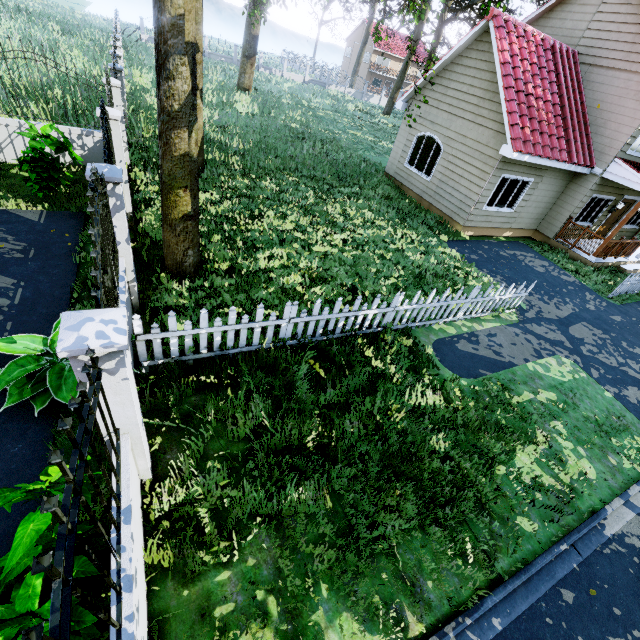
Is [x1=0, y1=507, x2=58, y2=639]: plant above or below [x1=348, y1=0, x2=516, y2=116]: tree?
below

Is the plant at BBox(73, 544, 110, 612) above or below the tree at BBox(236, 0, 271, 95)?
below

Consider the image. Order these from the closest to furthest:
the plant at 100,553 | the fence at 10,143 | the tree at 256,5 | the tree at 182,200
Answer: the plant at 100,553 < the tree at 182,200 < the fence at 10,143 < the tree at 256,5

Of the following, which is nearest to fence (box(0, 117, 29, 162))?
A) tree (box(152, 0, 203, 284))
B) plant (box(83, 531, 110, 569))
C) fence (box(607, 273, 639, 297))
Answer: plant (box(83, 531, 110, 569))

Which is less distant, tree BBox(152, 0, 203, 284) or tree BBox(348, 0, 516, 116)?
tree BBox(152, 0, 203, 284)

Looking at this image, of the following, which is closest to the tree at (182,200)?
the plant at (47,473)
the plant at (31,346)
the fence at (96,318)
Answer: the fence at (96,318)

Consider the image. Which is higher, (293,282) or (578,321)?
(293,282)

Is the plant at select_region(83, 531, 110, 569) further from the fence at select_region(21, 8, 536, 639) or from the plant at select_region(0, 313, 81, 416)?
the plant at select_region(0, 313, 81, 416)
